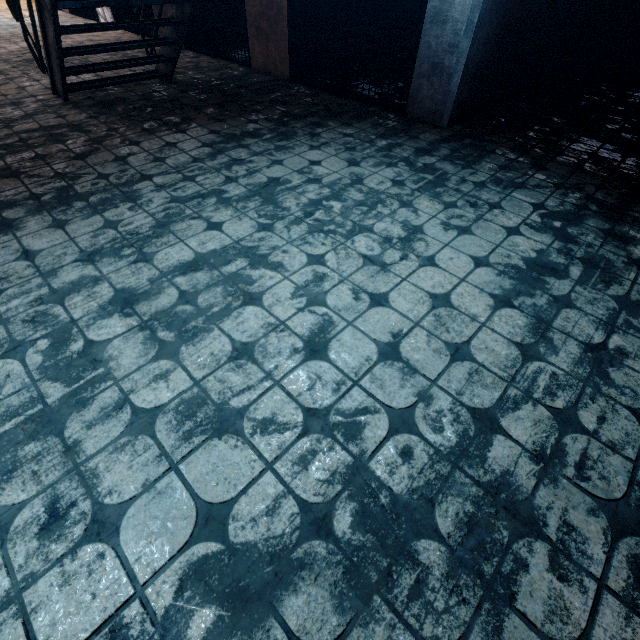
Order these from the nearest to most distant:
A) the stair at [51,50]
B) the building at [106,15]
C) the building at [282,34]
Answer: the stair at [51,50], the building at [282,34], the building at [106,15]

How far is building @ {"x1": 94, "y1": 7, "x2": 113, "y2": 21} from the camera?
7.4 meters

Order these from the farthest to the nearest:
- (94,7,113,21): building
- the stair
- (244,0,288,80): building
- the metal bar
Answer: (94,7,113,21): building, (244,0,288,80): building, the metal bar, the stair

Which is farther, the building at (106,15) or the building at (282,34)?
the building at (106,15)

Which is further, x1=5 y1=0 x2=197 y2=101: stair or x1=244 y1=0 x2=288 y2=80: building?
x1=244 y1=0 x2=288 y2=80: building

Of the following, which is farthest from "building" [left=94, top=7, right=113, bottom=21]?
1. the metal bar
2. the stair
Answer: the stair

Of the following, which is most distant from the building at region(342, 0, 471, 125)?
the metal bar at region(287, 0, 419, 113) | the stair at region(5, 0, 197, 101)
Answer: the stair at region(5, 0, 197, 101)

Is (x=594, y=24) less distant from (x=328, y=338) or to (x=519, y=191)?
(x=519, y=191)
